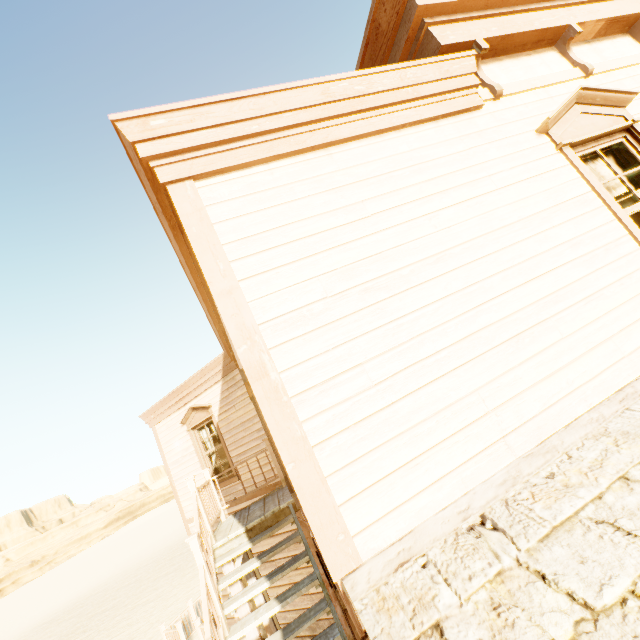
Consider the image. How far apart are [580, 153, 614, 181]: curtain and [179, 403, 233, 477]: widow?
8.4m

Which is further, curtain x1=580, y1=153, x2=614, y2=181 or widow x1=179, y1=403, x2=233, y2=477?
widow x1=179, y1=403, x2=233, y2=477

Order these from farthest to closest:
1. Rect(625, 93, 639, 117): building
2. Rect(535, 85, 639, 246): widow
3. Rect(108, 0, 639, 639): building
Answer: Rect(625, 93, 639, 117): building
Rect(535, 85, 639, 246): widow
Rect(108, 0, 639, 639): building

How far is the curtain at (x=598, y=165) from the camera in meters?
3.4

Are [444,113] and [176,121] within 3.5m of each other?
yes

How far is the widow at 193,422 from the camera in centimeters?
855cm

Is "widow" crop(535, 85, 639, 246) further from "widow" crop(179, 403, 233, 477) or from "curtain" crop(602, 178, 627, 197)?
"widow" crop(179, 403, 233, 477)
